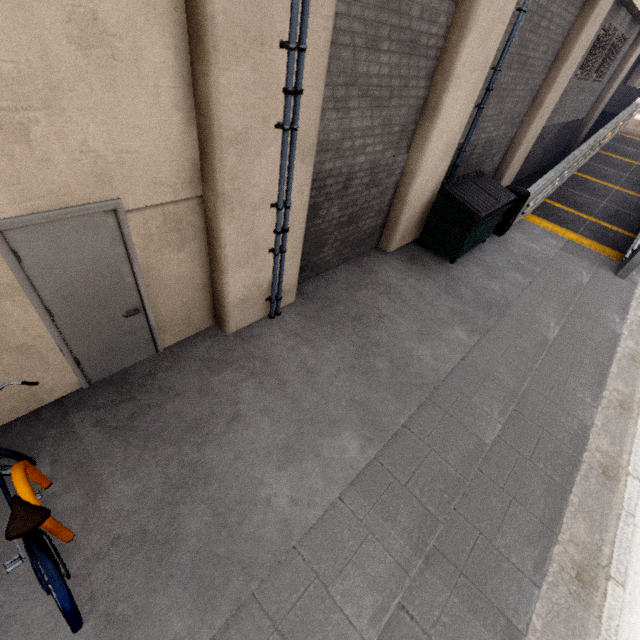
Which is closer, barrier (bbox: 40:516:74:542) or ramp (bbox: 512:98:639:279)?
barrier (bbox: 40:516:74:542)

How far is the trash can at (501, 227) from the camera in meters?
8.1 m

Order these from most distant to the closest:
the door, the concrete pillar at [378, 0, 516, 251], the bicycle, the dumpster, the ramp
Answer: the ramp → the dumpster → the concrete pillar at [378, 0, 516, 251] → the door → the bicycle

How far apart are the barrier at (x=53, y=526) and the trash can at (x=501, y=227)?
10.1 meters

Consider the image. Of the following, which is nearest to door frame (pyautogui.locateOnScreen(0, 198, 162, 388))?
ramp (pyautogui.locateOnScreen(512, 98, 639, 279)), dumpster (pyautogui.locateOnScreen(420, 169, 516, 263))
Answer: dumpster (pyautogui.locateOnScreen(420, 169, 516, 263))

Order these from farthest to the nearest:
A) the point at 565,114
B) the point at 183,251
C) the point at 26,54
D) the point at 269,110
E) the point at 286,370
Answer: the point at 565,114
the point at 286,370
the point at 183,251
the point at 269,110
the point at 26,54

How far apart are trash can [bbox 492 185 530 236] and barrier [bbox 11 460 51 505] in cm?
1013

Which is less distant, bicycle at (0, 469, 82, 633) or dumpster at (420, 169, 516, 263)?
bicycle at (0, 469, 82, 633)
